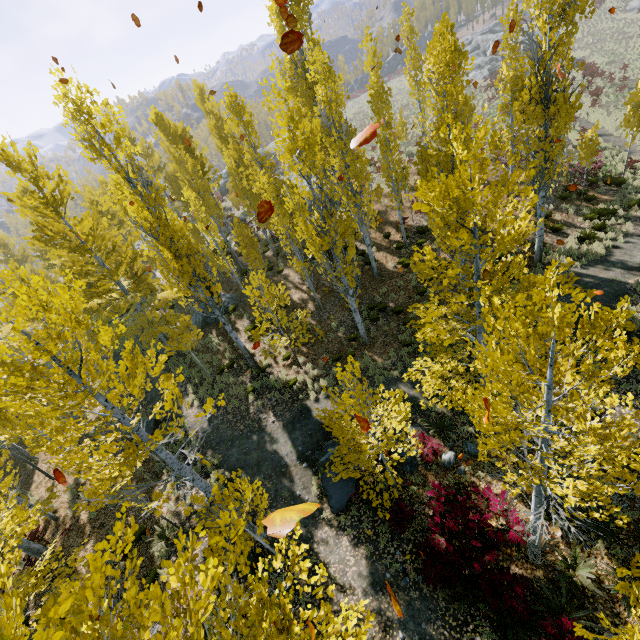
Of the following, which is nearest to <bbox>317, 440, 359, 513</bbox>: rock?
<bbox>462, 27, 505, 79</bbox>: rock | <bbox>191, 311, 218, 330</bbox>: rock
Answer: <bbox>191, 311, 218, 330</bbox>: rock

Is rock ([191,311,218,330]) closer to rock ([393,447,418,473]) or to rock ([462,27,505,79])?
rock ([393,447,418,473])

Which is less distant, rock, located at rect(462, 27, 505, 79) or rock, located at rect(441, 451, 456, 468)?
rock, located at rect(441, 451, 456, 468)

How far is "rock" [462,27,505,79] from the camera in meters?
43.1 m

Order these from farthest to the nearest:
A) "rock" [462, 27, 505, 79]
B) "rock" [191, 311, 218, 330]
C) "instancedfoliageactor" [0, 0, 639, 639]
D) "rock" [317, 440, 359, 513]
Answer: "rock" [462, 27, 505, 79]
"rock" [191, 311, 218, 330]
"rock" [317, 440, 359, 513]
"instancedfoliageactor" [0, 0, 639, 639]

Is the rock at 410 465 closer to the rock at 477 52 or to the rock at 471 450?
Answer: the rock at 471 450

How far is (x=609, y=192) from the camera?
19.0m

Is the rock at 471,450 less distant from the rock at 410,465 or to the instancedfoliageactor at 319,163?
the instancedfoliageactor at 319,163
